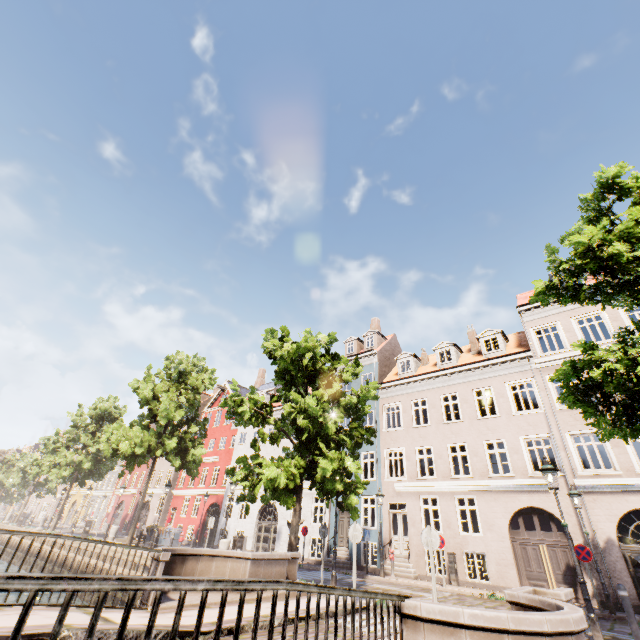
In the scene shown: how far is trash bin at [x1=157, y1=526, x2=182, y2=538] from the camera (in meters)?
19.48

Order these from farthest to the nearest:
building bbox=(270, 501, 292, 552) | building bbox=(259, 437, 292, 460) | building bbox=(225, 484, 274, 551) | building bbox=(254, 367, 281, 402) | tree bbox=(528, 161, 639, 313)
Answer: building bbox=(254, 367, 281, 402)
building bbox=(259, 437, 292, 460)
building bbox=(225, 484, 274, 551)
building bbox=(270, 501, 292, 552)
tree bbox=(528, 161, 639, 313)

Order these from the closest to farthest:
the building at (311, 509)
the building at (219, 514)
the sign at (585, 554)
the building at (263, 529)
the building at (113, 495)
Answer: the sign at (585, 554) < the building at (311, 509) < the building at (263, 529) < the building at (219, 514) < the building at (113, 495)

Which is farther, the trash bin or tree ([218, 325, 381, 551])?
the trash bin

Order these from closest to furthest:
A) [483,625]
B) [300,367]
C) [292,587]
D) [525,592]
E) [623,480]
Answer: [292,587]
[483,625]
[525,592]
[623,480]
[300,367]

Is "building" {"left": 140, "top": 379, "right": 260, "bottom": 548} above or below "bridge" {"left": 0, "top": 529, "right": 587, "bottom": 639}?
above

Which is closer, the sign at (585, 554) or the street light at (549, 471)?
the street light at (549, 471)

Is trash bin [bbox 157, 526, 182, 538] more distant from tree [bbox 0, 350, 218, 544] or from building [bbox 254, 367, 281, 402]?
building [bbox 254, 367, 281, 402]
